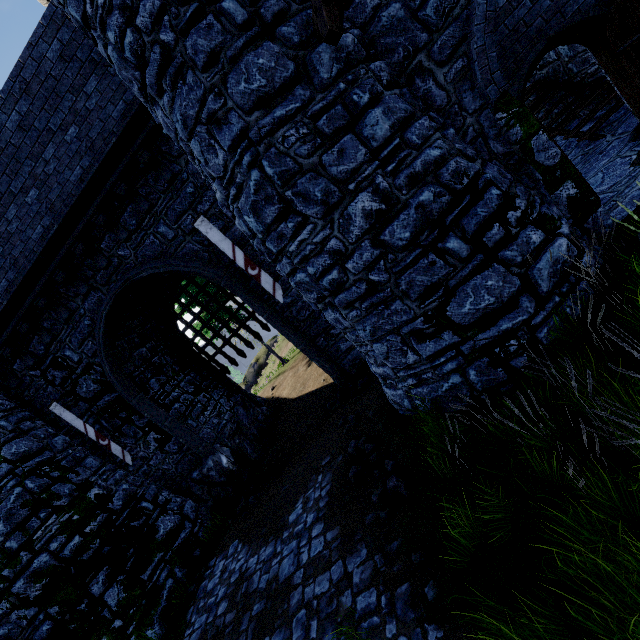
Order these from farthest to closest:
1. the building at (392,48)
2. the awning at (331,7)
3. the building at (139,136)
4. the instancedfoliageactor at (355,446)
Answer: the building at (139,136) < the instancedfoliageactor at (355,446) < the building at (392,48) < the awning at (331,7)

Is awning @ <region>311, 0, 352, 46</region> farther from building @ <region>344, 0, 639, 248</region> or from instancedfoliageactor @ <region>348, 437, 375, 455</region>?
instancedfoliageactor @ <region>348, 437, 375, 455</region>

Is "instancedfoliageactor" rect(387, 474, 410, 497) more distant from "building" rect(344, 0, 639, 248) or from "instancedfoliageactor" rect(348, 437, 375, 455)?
"building" rect(344, 0, 639, 248)

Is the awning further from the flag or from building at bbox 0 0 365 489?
the flag

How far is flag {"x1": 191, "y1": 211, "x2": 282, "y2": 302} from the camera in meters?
7.6

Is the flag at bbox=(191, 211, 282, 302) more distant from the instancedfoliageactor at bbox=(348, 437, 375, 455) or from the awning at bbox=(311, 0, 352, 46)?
the awning at bbox=(311, 0, 352, 46)

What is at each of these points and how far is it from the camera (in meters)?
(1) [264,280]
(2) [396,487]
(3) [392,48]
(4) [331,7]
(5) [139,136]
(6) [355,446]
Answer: (1) flag, 8.00
(2) instancedfoliageactor, 4.89
(3) building, 4.68
(4) awning, 3.71
(5) building, 7.62
(6) instancedfoliageactor, 6.55

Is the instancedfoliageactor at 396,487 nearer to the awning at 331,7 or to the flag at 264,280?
the flag at 264,280
